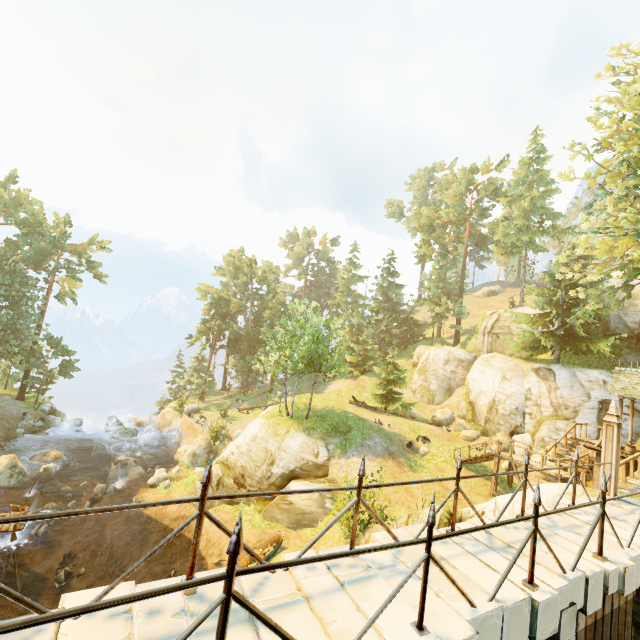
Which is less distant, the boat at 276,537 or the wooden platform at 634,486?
the wooden platform at 634,486

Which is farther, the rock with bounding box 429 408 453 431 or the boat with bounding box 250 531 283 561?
the rock with bounding box 429 408 453 431

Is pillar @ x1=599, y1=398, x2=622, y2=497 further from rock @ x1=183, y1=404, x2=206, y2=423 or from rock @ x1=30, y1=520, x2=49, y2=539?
rock @ x1=183, y1=404, x2=206, y2=423

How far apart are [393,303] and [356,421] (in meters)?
29.25

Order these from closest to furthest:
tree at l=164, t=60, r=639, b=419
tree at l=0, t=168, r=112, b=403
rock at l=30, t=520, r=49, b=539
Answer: Answer:
1. tree at l=164, t=60, r=639, b=419
2. rock at l=30, t=520, r=49, b=539
3. tree at l=0, t=168, r=112, b=403

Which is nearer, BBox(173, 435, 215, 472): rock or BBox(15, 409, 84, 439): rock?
BBox(173, 435, 215, 472): rock

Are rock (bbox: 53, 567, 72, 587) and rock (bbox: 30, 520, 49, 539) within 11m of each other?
yes

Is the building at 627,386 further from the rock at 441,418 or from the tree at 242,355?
the rock at 441,418
